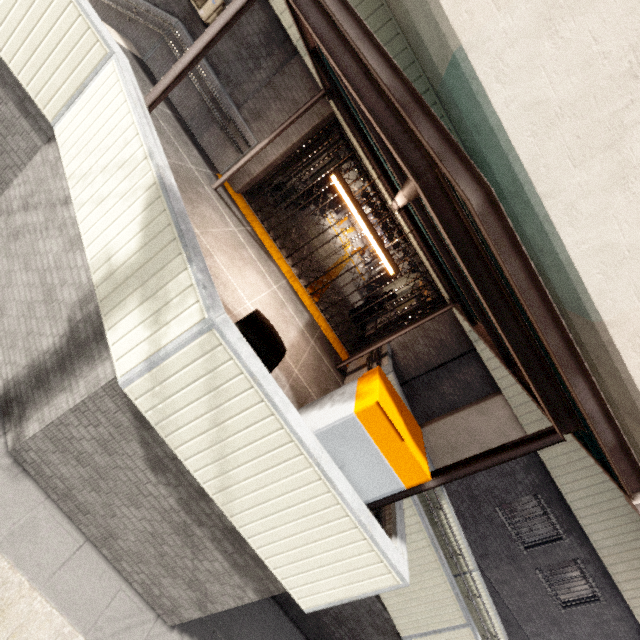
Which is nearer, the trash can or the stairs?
the trash can

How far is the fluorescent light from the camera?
5.1m

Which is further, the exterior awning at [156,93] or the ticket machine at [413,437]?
the exterior awning at [156,93]

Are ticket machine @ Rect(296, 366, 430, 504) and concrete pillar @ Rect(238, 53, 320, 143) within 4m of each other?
no

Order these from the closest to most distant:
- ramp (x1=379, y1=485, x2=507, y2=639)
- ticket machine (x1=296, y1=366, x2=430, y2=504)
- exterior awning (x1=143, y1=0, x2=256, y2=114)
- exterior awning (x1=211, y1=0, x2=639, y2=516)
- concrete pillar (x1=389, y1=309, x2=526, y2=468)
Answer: exterior awning (x1=211, y1=0, x2=639, y2=516) < ticket machine (x1=296, y1=366, x2=430, y2=504) < exterior awning (x1=143, y1=0, x2=256, y2=114) < ramp (x1=379, y1=485, x2=507, y2=639) < concrete pillar (x1=389, y1=309, x2=526, y2=468)

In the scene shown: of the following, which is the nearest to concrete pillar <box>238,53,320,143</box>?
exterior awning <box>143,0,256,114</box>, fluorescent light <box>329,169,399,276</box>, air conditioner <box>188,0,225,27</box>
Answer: exterior awning <box>143,0,256,114</box>

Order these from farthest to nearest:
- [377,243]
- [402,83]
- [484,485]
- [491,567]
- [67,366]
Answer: [491,567] → [484,485] → [377,243] → [67,366] → [402,83]

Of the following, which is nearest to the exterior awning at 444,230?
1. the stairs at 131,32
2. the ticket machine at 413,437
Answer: the ticket machine at 413,437
